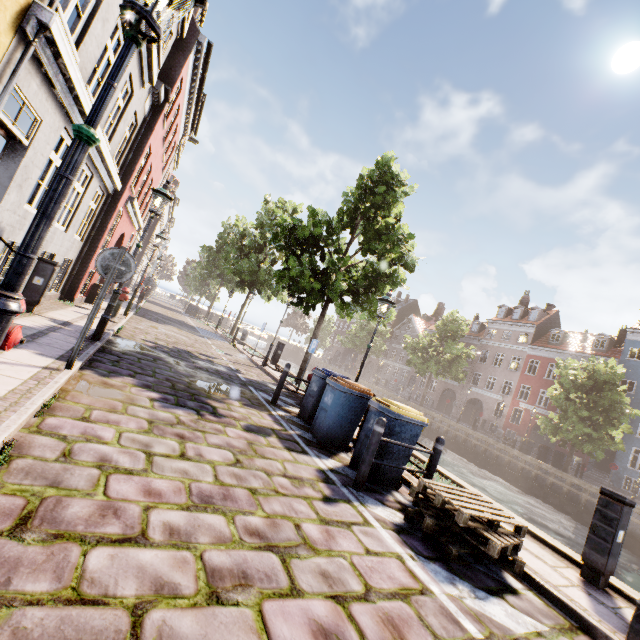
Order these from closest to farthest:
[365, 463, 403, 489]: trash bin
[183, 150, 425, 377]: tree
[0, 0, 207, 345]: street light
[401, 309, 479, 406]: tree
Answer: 1. [0, 0, 207, 345]: street light
2. [365, 463, 403, 489]: trash bin
3. [183, 150, 425, 377]: tree
4. [401, 309, 479, 406]: tree

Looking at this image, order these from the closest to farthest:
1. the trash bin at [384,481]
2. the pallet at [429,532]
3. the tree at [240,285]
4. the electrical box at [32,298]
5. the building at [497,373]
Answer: the pallet at [429,532] → the trash bin at [384,481] → the electrical box at [32,298] → the tree at [240,285] → the building at [497,373]

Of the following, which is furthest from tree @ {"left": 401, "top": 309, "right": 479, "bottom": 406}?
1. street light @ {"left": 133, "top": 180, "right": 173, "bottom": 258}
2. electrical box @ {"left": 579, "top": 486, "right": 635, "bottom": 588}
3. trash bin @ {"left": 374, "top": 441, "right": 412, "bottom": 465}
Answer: trash bin @ {"left": 374, "top": 441, "right": 412, "bottom": 465}

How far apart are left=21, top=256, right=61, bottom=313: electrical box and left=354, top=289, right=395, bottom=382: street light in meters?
7.6 m

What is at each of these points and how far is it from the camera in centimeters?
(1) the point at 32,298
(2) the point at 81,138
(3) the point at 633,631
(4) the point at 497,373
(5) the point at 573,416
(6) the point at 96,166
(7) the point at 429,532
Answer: (1) electrical box, 725cm
(2) street light, 199cm
(3) street light, 314cm
(4) building, 3841cm
(5) tree, 2188cm
(6) building, 858cm
(7) pallet, 396cm

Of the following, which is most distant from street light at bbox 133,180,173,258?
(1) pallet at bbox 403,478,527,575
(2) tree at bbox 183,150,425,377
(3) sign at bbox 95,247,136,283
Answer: (1) pallet at bbox 403,478,527,575

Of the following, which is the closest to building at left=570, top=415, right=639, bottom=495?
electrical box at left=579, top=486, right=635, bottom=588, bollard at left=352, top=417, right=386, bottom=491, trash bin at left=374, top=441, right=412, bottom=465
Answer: electrical box at left=579, top=486, right=635, bottom=588

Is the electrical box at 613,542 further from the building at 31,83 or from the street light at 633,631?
the building at 31,83
